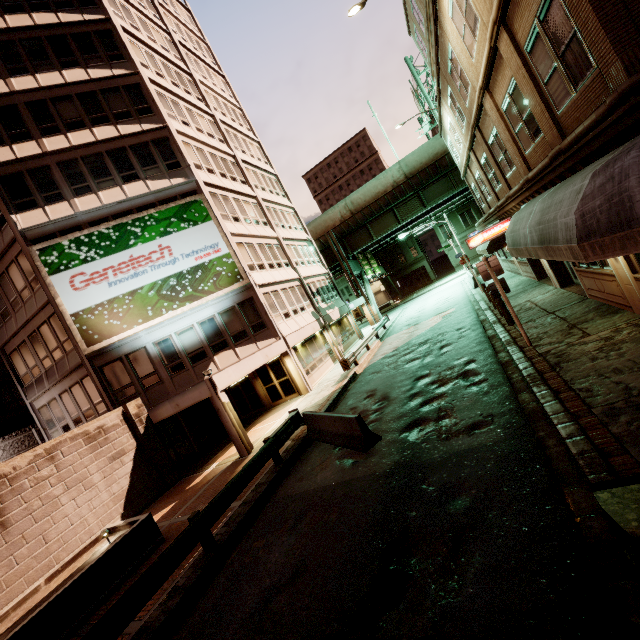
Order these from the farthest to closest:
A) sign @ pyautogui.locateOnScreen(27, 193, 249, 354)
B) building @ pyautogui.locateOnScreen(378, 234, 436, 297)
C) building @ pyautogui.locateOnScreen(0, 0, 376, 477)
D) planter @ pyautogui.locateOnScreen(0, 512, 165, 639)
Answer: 1. building @ pyautogui.locateOnScreen(378, 234, 436, 297)
2. building @ pyautogui.locateOnScreen(0, 0, 376, 477)
3. sign @ pyautogui.locateOnScreen(27, 193, 249, 354)
4. planter @ pyautogui.locateOnScreen(0, 512, 165, 639)

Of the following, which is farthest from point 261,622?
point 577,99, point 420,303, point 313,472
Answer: point 420,303

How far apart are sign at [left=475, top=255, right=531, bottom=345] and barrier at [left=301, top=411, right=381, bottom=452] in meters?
5.4 m

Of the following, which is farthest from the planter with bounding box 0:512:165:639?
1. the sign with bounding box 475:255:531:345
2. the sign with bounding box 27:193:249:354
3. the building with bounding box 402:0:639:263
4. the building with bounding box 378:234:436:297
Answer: the building with bounding box 378:234:436:297

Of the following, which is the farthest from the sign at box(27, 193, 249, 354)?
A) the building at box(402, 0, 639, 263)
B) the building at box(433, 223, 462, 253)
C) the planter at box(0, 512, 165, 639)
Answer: the building at box(433, 223, 462, 253)

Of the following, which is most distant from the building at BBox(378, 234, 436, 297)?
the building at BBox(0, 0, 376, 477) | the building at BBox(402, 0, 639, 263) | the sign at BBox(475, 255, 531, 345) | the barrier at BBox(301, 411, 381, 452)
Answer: the barrier at BBox(301, 411, 381, 452)

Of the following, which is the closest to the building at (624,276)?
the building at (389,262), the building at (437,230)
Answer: the building at (437,230)

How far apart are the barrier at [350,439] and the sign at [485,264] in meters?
5.4 m
